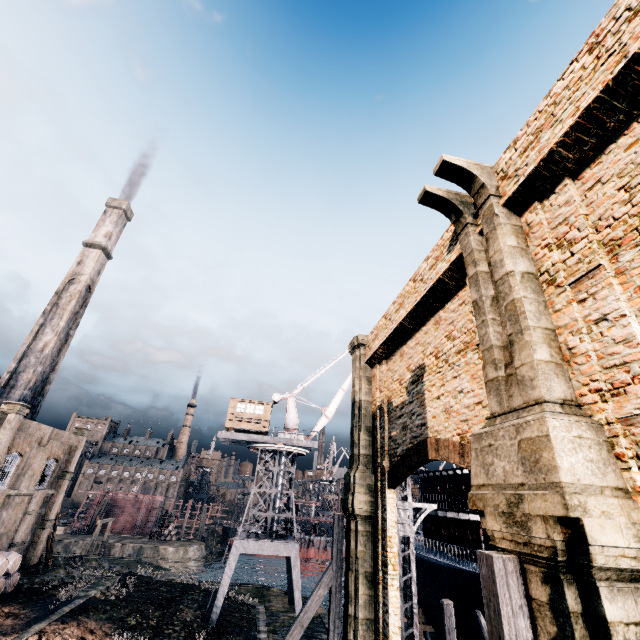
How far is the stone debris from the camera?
28.1 meters

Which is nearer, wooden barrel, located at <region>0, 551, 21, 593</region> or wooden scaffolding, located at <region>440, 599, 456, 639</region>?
wooden scaffolding, located at <region>440, 599, 456, 639</region>

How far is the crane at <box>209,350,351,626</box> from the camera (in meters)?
28.23

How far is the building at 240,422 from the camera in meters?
34.1

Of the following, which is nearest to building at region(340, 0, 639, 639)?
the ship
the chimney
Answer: the chimney

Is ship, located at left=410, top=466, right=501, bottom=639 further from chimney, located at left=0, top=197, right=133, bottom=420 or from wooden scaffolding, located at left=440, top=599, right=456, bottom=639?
chimney, located at left=0, top=197, right=133, bottom=420

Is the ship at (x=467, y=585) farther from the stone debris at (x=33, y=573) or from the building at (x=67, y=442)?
the building at (x=67, y=442)

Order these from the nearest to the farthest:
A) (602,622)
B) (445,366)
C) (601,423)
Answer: (602,622) < (601,423) < (445,366)
